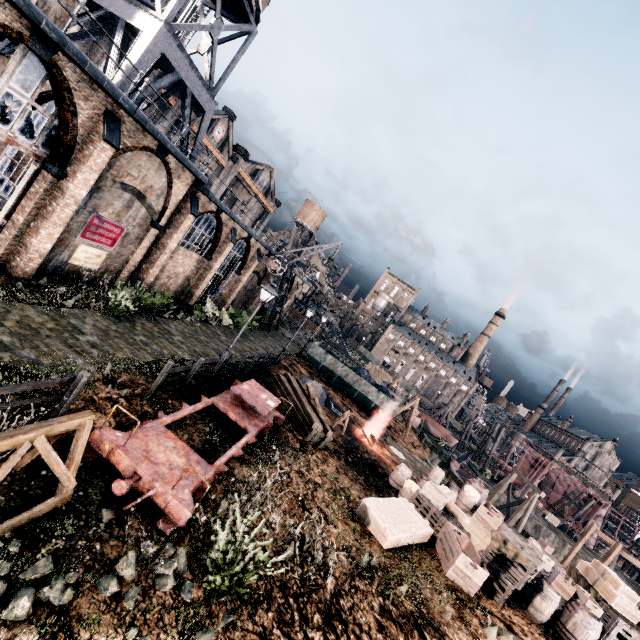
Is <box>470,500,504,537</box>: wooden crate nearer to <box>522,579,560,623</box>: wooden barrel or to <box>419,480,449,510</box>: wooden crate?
<box>419,480,449,510</box>: wooden crate

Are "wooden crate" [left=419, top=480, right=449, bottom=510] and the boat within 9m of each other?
no

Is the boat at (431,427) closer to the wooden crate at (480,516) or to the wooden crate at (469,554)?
the wooden crate at (480,516)

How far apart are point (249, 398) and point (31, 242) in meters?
10.9

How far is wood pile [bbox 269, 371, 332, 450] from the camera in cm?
1648

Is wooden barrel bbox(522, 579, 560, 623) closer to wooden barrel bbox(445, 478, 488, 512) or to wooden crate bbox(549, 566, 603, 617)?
wooden crate bbox(549, 566, 603, 617)

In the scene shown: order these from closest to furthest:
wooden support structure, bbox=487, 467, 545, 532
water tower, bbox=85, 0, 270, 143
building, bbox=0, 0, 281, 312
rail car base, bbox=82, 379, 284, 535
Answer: rail car base, bbox=82, 379, 284, 535, building, bbox=0, 0, 281, 312, water tower, bbox=85, 0, 270, 143, wooden support structure, bbox=487, 467, 545, 532

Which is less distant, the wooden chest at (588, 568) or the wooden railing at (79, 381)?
the wooden railing at (79, 381)
